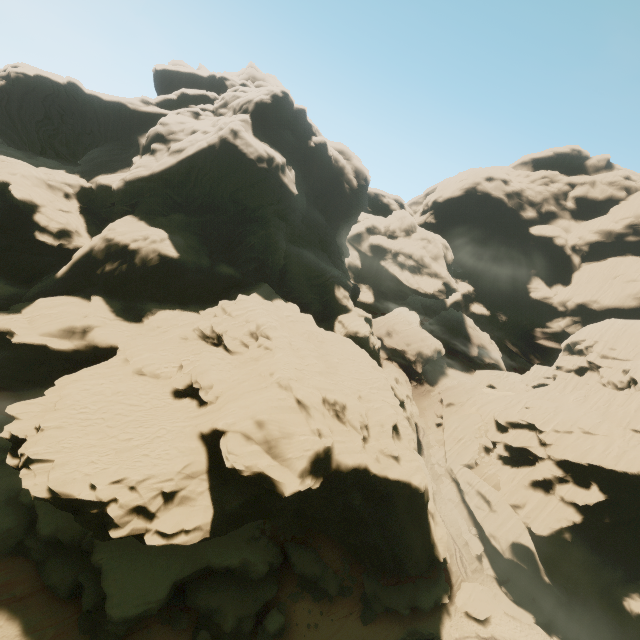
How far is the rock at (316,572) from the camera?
28.83m

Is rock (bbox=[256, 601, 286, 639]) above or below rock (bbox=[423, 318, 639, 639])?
below

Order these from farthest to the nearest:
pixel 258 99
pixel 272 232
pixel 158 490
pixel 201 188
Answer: pixel 258 99
pixel 272 232
pixel 201 188
pixel 158 490

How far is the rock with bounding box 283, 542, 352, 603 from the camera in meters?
28.8 m

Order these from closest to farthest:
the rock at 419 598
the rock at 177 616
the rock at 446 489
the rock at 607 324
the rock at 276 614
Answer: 1. the rock at 419 598
2. the rock at 177 616
3. the rock at 276 614
4. the rock at 607 324
5. the rock at 446 489
